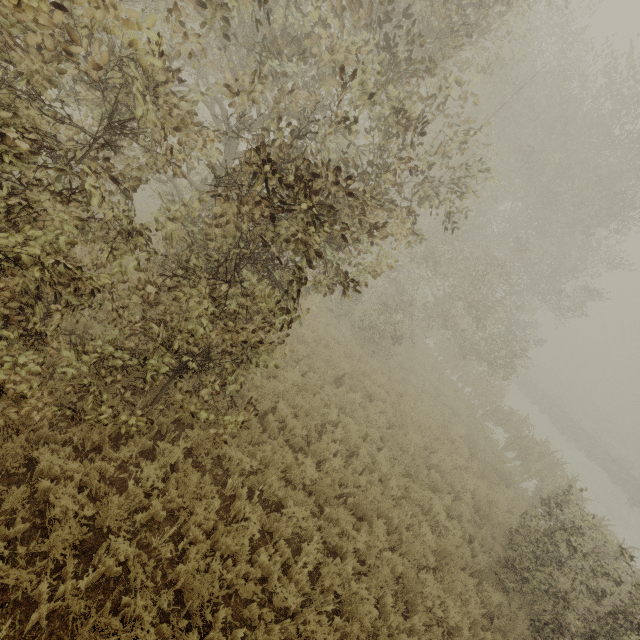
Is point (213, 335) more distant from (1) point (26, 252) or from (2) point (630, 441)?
(2) point (630, 441)
